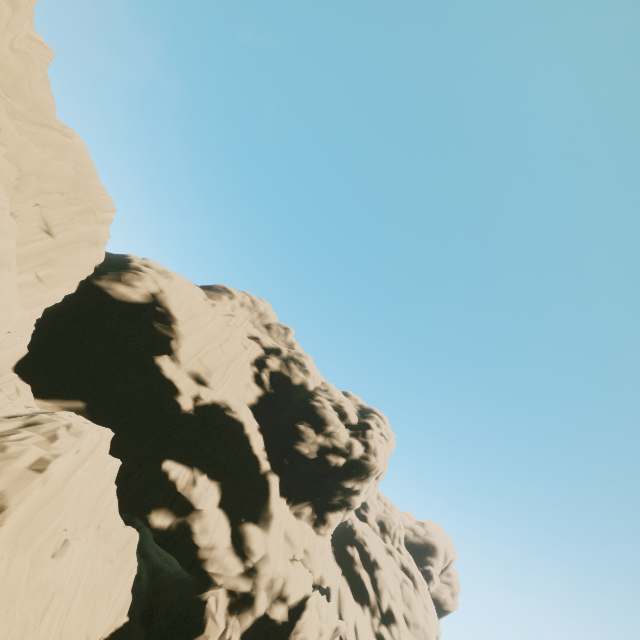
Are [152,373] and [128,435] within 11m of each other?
yes
